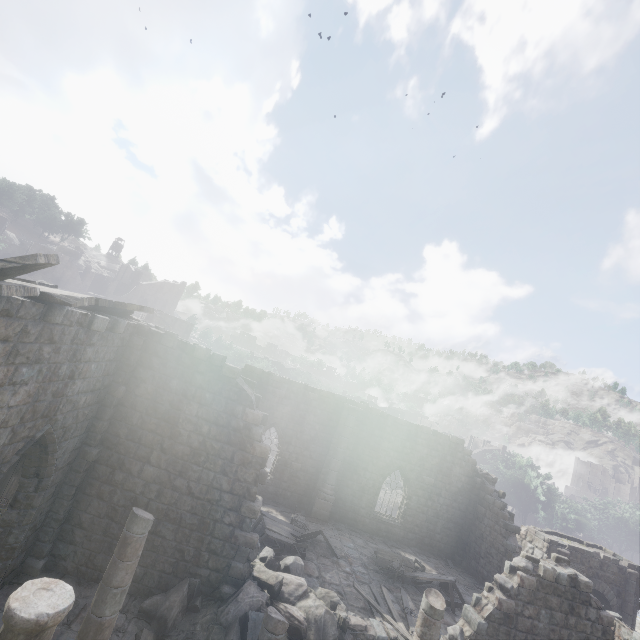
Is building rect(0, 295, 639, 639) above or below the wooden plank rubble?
below

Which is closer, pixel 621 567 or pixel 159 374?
pixel 159 374

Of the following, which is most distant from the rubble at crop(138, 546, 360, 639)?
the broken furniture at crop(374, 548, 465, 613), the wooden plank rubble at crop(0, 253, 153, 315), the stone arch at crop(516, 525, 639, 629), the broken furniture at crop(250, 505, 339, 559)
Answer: the stone arch at crop(516, 525, 639, 629)

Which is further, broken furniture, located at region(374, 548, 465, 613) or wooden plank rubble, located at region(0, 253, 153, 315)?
broken furniture, located at region(374, 548, 465, 613)

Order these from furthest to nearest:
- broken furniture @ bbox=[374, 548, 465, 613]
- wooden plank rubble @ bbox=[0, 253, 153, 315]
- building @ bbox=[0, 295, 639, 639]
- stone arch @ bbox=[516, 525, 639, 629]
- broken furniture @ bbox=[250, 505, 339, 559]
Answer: stone arch @ bbox=[516, 525, 639, 629], broken furniture @ bbox=[374, 548, 465, 613], broken furniture @ bbox=[250, 505, 339, 559], building @ bbox=[0, 295, 639, 639], wooden plank rubble @ bbox=[0, 253, 153, 315]

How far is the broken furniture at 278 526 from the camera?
13.37m

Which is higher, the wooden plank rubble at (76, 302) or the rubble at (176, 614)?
the wooden plank rubble at (76, 302)

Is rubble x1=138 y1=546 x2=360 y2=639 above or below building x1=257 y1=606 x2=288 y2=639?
below
